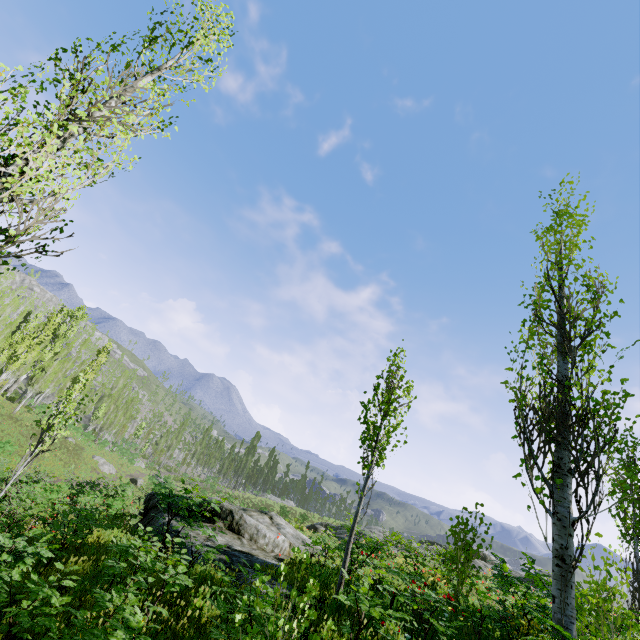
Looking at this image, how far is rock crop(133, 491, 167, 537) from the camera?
10.8m

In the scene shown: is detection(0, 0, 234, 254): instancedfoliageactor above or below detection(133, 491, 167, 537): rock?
above

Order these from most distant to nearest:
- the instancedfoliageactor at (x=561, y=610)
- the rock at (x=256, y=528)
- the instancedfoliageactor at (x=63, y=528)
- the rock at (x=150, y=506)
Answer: the rock at (x=150, y=506)
the rock at (x=256, y=528)
the instancedfoliageactor at (x=561, y=610)
the instancedfoliageactor at (x=63, y=528)

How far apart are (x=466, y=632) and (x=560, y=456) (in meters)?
3.47

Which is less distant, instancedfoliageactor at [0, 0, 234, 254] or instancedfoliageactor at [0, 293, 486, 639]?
instancedfoliageactor at [0, 293, 486, 639]

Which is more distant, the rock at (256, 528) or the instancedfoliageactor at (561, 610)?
the rock at (256, 528)

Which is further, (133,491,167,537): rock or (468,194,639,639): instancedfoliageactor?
(133,491,167,537): rock

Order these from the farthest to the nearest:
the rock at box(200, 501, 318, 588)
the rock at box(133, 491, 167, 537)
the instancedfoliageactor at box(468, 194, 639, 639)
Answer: the rock at box(133, 491, 167, 537) < the rock at box(200, 501, 318, 588) < the instancedfoliageactor at box(468, 194, 639, 639)
